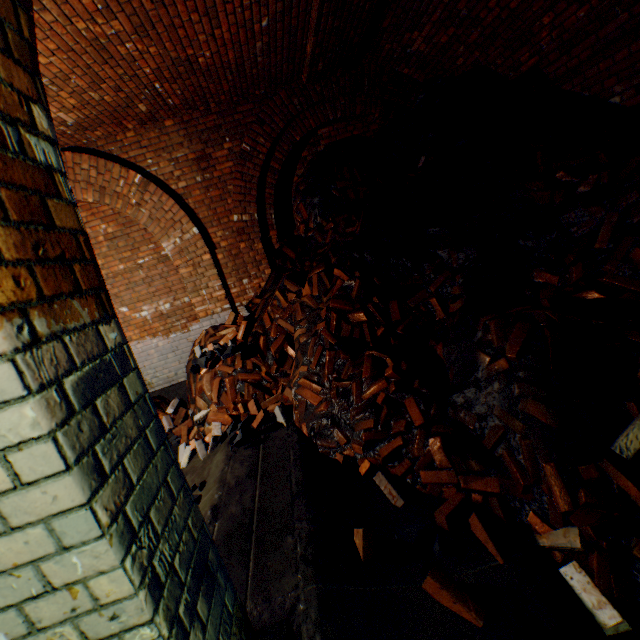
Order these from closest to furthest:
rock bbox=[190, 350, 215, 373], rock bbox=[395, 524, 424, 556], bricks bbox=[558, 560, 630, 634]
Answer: bricks bbox=[558, 560, 630, 634], rock bbox=[395, 524, 424, 556], rock bbox=[190, 350, 215, 373]

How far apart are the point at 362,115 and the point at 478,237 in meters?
3.4

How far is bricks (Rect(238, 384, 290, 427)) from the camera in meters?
3.8 m

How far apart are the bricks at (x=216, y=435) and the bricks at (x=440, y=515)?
2.6 meters

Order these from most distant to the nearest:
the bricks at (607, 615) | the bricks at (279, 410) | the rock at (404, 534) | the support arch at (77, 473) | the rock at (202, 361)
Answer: the rock at (202, 361) → the bricks at (279, 410) → the rock at (404, 534) → the bricks at (607, 615) → the support arch at (77, 473)

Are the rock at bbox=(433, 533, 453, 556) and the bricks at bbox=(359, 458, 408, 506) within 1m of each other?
yes

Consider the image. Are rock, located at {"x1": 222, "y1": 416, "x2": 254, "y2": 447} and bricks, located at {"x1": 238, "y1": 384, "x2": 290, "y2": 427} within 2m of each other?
yes

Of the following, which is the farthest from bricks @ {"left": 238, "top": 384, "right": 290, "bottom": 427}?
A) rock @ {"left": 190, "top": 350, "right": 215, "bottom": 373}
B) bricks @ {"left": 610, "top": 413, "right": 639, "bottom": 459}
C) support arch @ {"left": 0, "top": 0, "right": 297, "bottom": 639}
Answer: bricks @ {"left": 610, "top": 413, "right": 639, "bottom": 459}
